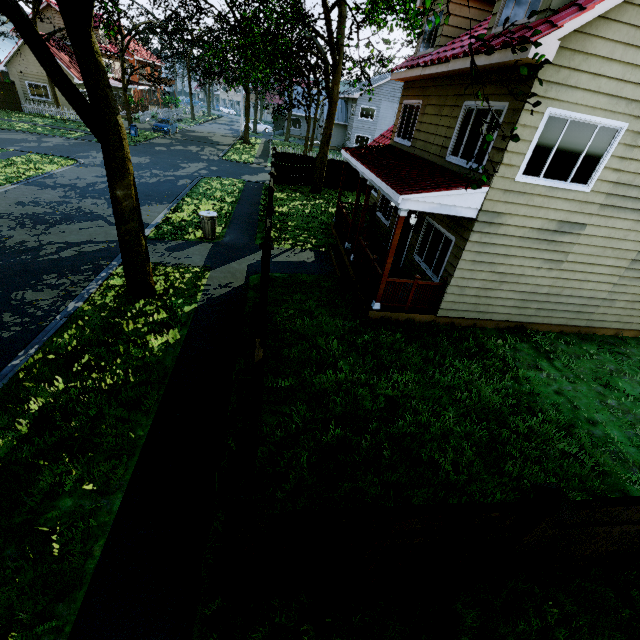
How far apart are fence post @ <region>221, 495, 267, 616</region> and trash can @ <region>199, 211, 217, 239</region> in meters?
11.2 m

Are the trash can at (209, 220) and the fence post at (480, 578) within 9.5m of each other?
no

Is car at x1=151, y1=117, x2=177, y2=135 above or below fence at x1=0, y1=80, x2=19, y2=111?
below

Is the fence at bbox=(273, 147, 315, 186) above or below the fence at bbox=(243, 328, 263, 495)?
below

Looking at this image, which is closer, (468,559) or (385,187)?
(468,559)

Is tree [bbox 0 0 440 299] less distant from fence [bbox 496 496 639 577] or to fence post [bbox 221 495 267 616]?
fence [bbox 496 496 639 577]

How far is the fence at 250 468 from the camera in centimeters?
288cm

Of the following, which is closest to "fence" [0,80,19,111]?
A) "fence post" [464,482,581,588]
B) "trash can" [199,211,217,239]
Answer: "fence post" [464,482,581,588]
